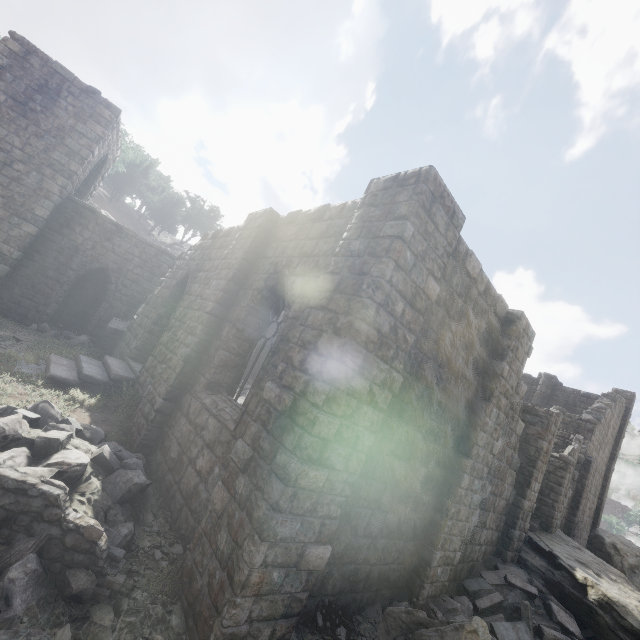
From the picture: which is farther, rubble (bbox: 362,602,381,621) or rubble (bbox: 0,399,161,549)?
rubble (bbox: 362,602,381,621)

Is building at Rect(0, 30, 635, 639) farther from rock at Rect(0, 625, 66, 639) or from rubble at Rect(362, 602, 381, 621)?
rock at Rect(0, 625, 66, 639)

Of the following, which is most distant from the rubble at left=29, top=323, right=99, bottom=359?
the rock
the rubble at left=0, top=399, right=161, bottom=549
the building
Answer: the rock

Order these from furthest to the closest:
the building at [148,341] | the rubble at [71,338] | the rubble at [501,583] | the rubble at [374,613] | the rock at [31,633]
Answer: the rubble at [71,338] < the rubble at [501,583] < the rubble at [374,613] < the building at [148,341] < the rock at [31,633]

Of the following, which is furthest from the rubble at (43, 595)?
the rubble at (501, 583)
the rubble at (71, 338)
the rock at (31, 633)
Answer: the rubble at (71, 338)

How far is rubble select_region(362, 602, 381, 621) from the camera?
5.8m

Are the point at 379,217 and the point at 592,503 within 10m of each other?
no

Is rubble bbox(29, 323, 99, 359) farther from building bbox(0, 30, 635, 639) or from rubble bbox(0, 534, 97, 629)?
rubble bbox(0, 534, 97, 629)
